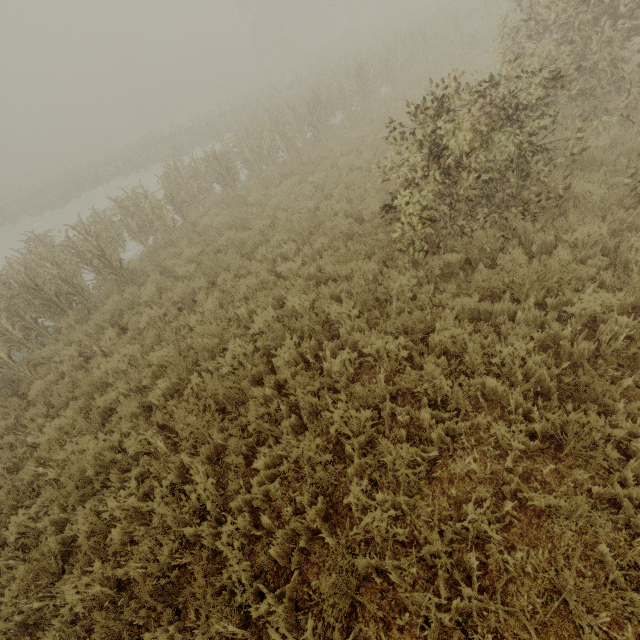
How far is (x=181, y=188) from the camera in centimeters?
1224cm
